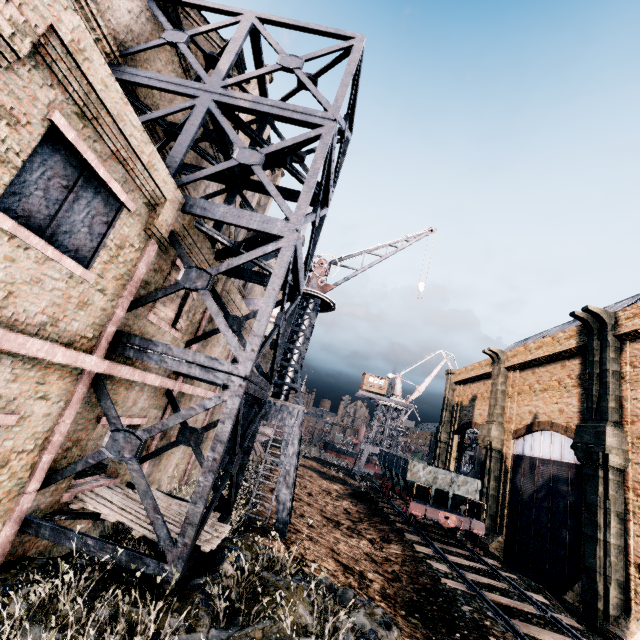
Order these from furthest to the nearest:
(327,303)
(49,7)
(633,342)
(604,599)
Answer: (633,342)
(327,303)
(604,599)
(49,7)

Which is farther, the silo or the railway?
the silo

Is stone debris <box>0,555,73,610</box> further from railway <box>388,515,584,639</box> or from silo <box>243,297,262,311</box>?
silo <box>243,297,262,311</box>

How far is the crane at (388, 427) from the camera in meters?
56.1 m

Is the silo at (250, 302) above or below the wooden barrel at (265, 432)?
above

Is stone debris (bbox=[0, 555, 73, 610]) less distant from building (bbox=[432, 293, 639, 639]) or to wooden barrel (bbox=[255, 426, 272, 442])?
building (bbox=[432, 293, 639, 639])

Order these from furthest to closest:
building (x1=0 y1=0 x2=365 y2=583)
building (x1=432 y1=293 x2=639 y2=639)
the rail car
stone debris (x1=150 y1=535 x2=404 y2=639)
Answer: the rail car
building (x1=432 y1=293 x2=639 y2=639)
stone debris (x1=150 y1=535 x2=404 y2=639)
building (x1=0 y1=0 x2=365 y2=583)

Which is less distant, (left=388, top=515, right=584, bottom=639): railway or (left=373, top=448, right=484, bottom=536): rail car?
(left=388, top=515, right=584, bottom=639): railway
